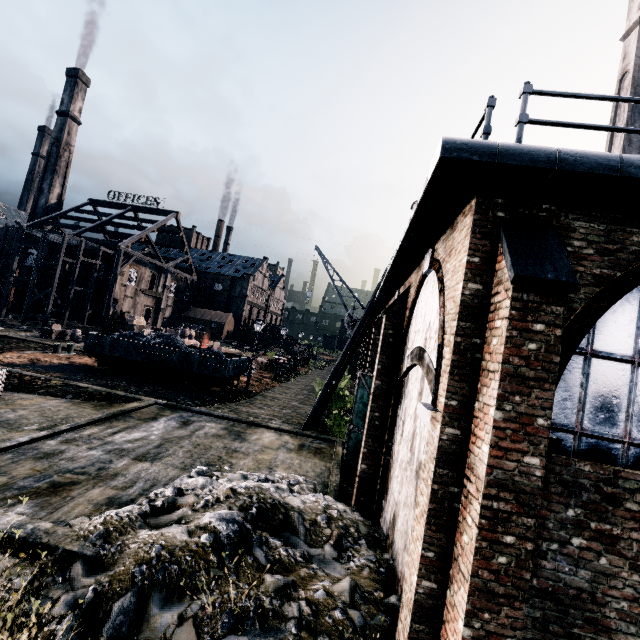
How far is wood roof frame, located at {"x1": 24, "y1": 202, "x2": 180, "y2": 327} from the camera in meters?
47.6

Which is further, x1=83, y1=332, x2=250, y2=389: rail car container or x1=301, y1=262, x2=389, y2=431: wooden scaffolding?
x1=83, y1=332, x2=250, y2=389: rail car container

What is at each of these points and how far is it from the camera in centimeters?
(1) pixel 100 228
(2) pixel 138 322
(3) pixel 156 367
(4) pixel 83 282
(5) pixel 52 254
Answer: (1) wood roof frame, 5372cm
(2) wooden chest, 4338cm
(3) rail car container, 2255cm
(4) building, 5009cm
(5) building, 5097cm

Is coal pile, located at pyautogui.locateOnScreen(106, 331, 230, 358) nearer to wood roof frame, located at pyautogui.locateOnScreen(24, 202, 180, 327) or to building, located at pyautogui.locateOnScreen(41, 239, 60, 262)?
wood roof frame, located at pyautogui.locateOnScreen(24, 202, 180, 327)

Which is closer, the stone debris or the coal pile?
the stone debris

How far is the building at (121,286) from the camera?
50.3 meters

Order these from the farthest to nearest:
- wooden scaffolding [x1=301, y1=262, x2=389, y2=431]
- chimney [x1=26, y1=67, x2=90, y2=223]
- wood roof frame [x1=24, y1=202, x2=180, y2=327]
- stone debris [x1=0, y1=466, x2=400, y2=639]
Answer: chimney [x1=26, y1=67, x2=90, y2=223], wood roof frame [x1=24, y1=202, x2=180, y2=327], wooden scaffolding [x1=301, y1=262, x2=389, y2=431], stone debris [x1=0, y1=466, x2=400, y2=639]

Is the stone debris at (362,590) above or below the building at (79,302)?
below
